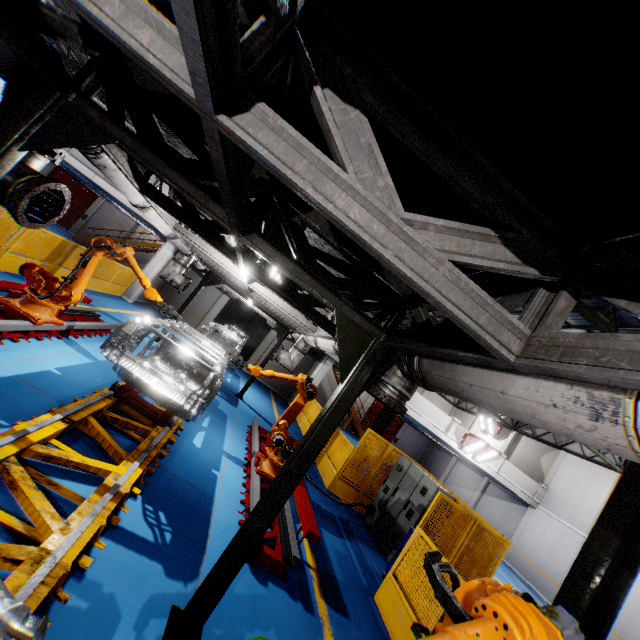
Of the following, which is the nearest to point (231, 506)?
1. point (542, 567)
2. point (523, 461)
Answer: point (542, 567)

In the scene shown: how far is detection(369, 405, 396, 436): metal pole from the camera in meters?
11.8

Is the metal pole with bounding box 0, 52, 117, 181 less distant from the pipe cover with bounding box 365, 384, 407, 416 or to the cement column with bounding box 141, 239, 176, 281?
the pipe cover with bounding box 365, 384, 407, 416

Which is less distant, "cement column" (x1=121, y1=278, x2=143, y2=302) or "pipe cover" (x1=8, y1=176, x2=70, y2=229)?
"pipe cover" (x1=8, y1=176, x2=70, y2=229)

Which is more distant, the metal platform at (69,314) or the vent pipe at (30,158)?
the metal platform at (69,314)

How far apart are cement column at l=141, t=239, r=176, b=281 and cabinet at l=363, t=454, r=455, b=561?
14.34m

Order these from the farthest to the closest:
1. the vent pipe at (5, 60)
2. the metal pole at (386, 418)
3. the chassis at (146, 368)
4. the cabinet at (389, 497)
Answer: the metal pole at (386, 418)
the cabinet at (389, 497)
the chassis at (146, 368)
the vent pipe at (5, 60)

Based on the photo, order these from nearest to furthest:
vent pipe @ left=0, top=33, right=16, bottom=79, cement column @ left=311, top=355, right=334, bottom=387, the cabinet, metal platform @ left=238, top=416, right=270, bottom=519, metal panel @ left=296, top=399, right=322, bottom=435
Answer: vent pipe @ left=0, top=33, right=16, bottom=79
metal platform @ left=238, top=416, right=270, bottom=519
the cabinet
metal panel @ left=296, top=399, right=322, bottom=435
cement column @ left=311, top=355, right=334, bottom=387
